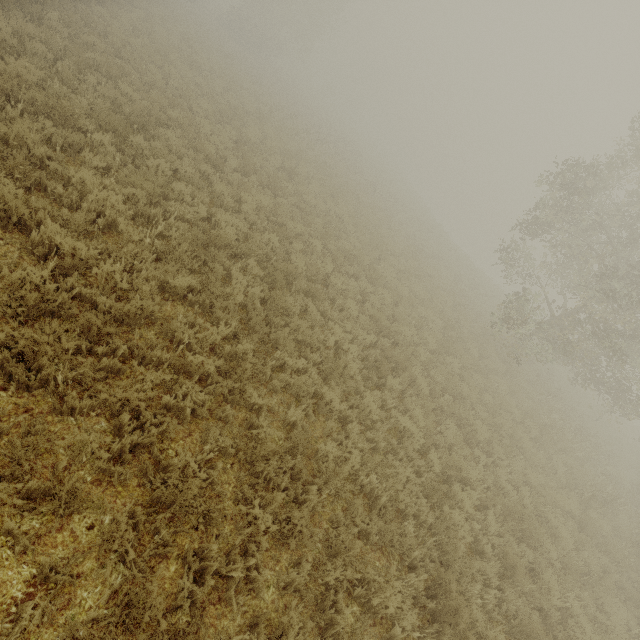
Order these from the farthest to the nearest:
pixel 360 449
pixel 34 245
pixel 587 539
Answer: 1. pixel 587 539
2. pixel 360 449
3. pixel 34 245
